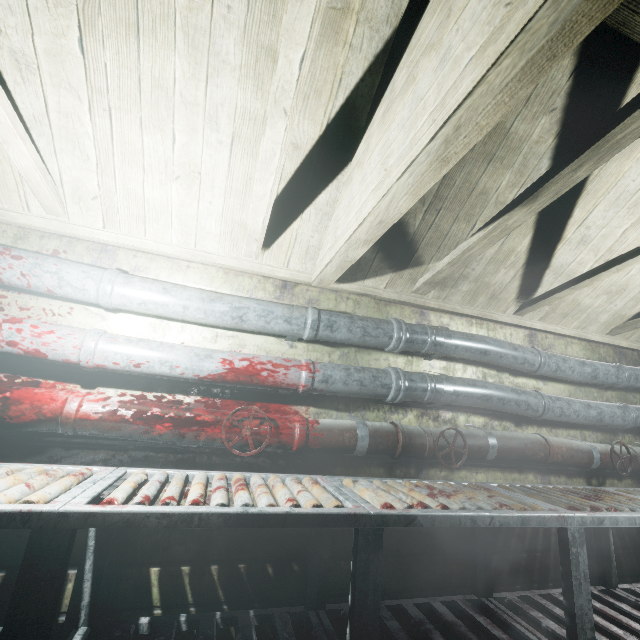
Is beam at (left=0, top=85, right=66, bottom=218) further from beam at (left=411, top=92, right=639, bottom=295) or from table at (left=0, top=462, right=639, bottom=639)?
table at (left=0, top=462, right=639, bottom=639)

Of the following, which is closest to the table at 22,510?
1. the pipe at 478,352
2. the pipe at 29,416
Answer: the pipe at 29,416

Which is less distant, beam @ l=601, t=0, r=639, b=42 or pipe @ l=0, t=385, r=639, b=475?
beam @ l=601, t=0, r=639, b=42

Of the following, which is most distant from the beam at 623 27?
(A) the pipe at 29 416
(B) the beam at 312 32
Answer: (A) the pipe at 29 416

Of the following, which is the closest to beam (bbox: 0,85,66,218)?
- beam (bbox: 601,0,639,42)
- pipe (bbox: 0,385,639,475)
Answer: beam (bbox: 601,0,639,42)

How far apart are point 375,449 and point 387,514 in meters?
0.7 m

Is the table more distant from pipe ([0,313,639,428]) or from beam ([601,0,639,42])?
beam ([601,0,639,42])
